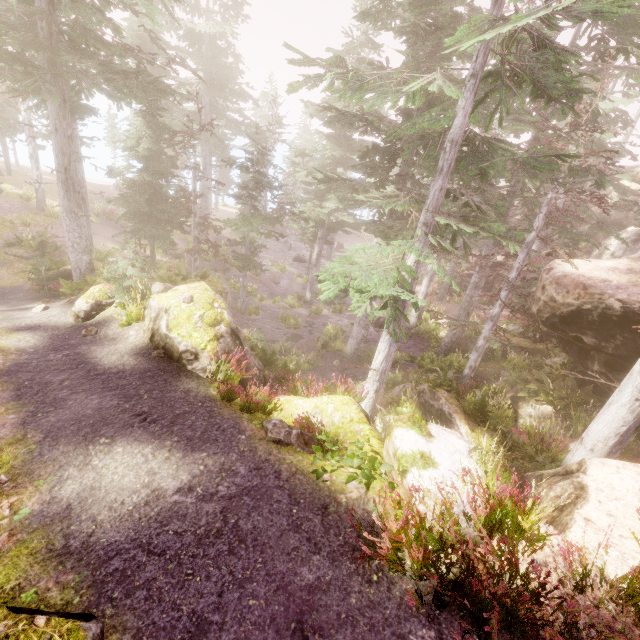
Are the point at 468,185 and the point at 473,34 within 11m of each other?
yes

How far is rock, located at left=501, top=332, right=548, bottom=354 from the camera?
17.7 meters

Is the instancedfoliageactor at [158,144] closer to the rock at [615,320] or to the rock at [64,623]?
the rock at [615,320]

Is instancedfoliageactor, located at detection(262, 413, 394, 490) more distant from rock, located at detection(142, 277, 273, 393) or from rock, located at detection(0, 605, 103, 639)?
rock, located at detection(0, 605, 103, 639)

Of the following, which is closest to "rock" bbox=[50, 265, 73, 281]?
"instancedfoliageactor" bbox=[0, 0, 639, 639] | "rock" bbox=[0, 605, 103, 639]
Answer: "instancedfoliageactor" bbox=[0, 0, 639, 639]

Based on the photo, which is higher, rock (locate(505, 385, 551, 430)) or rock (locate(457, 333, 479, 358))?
rock (locate(505, 385, 551, 430))

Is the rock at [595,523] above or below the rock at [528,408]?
above
